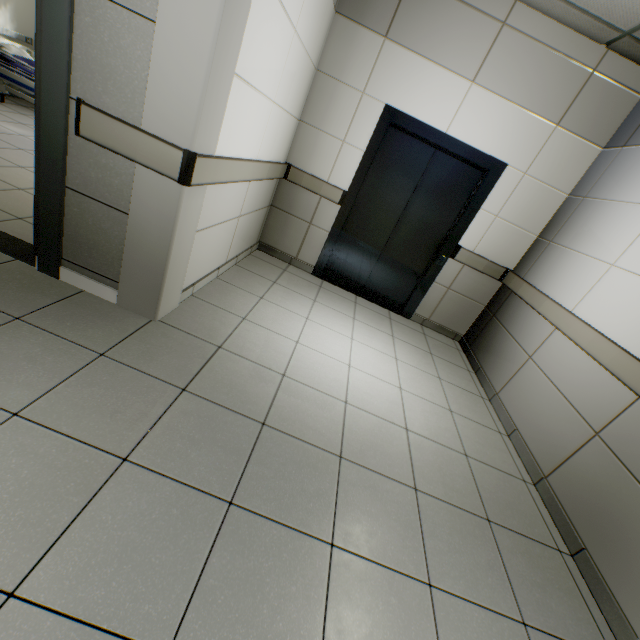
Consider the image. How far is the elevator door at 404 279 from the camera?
3.7 meters

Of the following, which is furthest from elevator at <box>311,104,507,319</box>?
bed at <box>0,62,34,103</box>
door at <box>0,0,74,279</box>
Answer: bed at <box>0,62,34,103</box>

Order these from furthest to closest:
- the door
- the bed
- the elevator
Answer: the bed → the elevator → the door

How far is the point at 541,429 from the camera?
2.6 meters

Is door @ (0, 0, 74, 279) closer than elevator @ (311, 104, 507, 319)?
Yes

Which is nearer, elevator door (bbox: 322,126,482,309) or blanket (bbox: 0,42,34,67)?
elevator door (bbox: 322,126,482,309)

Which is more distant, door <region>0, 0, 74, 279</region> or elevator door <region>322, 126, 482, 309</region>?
elevator door <region>322, 126, 482, 309</region>

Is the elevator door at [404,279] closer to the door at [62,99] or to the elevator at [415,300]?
the elevator at [415,300]
